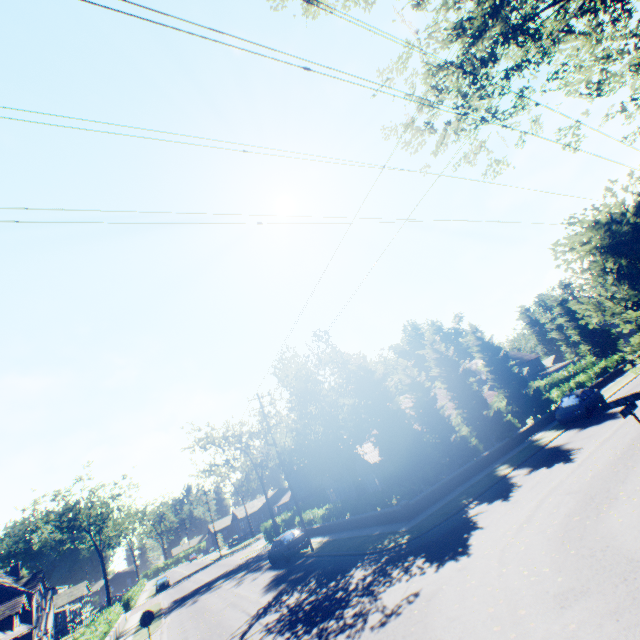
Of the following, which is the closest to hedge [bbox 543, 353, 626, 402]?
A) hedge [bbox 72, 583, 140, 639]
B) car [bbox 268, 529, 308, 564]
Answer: car [bbox 268, 529, 308, 564]

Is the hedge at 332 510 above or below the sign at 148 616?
below

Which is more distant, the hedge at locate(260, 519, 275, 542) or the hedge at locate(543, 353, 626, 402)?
the hedge at locate(260, 519, 275, 542)

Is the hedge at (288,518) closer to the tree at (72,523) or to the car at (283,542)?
the tree at (72,523)

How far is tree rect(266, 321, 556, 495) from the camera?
21.67m

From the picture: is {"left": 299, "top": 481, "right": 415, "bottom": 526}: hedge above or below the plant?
below

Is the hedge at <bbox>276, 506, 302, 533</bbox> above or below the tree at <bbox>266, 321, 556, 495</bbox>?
below

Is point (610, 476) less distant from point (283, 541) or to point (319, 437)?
point (283, 541)
